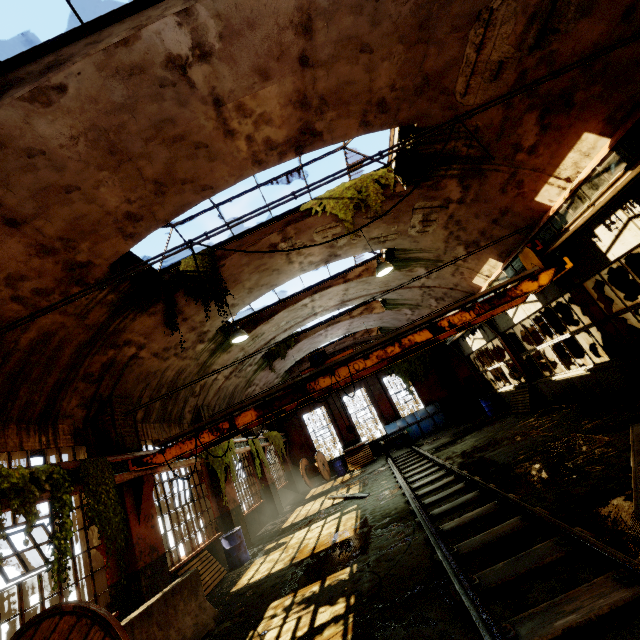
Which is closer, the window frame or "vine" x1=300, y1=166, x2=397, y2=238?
the window frame

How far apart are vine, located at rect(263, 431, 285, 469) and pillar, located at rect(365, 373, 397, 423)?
6.91m

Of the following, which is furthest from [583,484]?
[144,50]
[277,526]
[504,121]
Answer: [277,526]

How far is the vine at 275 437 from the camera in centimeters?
1855cm

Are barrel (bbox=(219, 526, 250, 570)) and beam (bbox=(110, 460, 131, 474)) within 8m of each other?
yes

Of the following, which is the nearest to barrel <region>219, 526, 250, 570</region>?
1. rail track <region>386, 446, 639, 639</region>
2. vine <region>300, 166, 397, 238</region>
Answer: rail track <region>386, 446, 639, 639</region>

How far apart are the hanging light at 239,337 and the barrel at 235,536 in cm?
612

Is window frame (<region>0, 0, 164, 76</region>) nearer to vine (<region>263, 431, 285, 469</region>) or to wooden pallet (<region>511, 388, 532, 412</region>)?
wooden pallet (<region>511, 388, 532, 412</region>)
